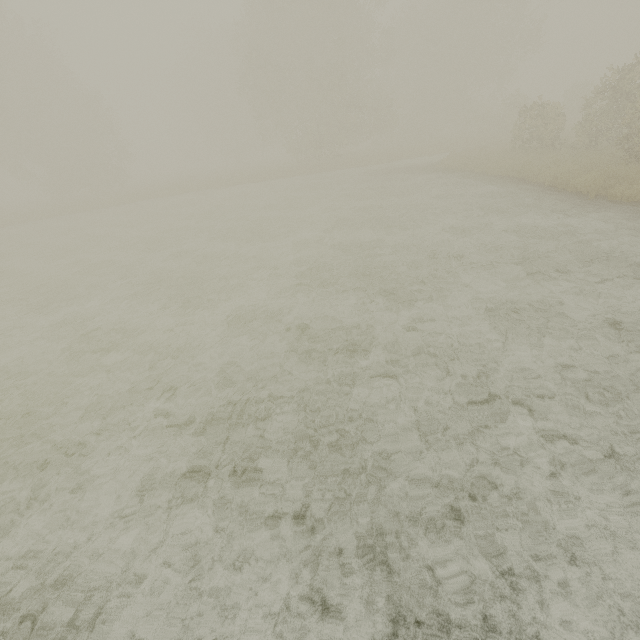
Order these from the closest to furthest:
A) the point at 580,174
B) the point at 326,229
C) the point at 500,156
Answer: the point at 580,174, the point at 326,229, the point at 500,156
